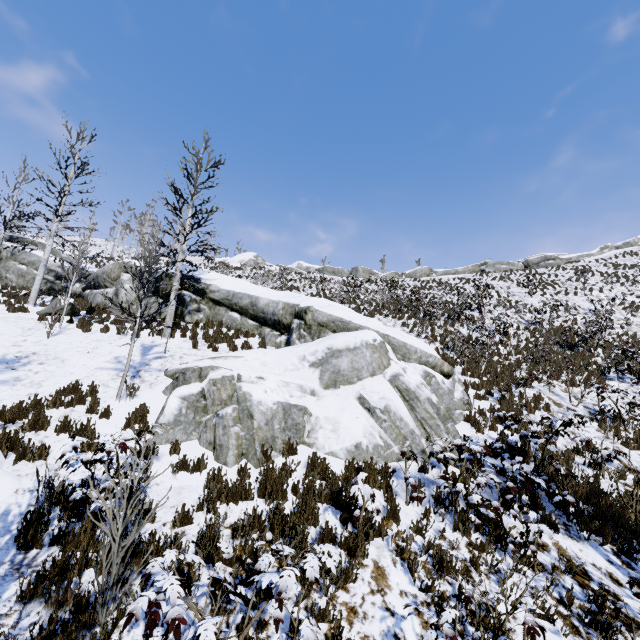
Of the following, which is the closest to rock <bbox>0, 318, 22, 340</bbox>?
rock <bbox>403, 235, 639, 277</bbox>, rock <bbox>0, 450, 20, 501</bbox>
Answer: rock <bbox>0, 450, 20, 501</bbox>

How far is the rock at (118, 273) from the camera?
15.8 meters

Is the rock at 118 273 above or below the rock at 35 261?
below

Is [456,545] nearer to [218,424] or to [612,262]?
[218,424]

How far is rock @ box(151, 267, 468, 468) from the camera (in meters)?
7.12

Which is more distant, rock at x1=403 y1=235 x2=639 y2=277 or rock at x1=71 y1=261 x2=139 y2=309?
rock at x1=403 y1=235 x2=639 y2=277

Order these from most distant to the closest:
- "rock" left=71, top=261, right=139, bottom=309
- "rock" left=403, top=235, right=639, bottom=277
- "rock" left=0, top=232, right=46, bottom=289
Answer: "rock" left=403, top=235, right=639, bottom=277 → "rock" left=0, top=232, right=46, bottom=289 → "rock" left=71, top=261, right=139, bottom=309
